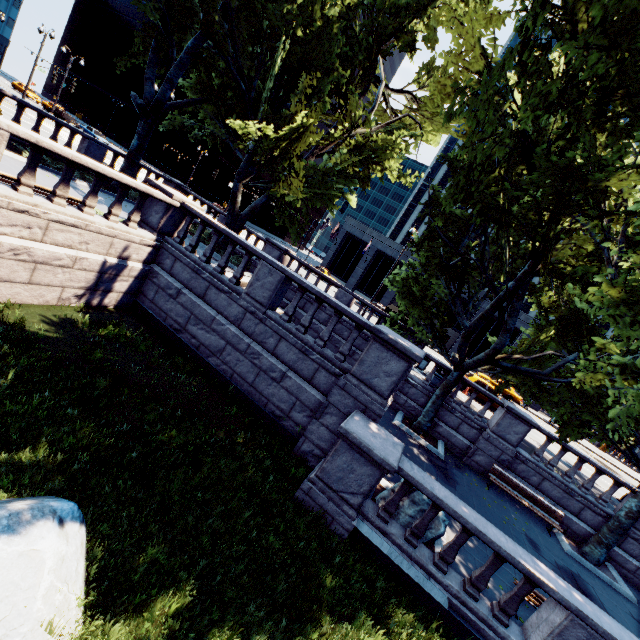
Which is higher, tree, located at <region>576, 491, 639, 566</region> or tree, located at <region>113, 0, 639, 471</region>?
tree, located at <region>113, 0, 639, 471</region>

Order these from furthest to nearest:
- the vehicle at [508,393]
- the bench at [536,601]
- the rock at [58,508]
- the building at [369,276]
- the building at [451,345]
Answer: the building at [369,276], the building at [451,345], the vehicle at [508,393], the bench at [536,601], the rock at [58,508]

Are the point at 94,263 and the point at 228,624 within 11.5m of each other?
yes

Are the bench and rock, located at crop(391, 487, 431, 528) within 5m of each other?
yes

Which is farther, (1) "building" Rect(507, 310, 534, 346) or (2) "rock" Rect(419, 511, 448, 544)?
(1) "building" Rect(507, 310, 534, 346)

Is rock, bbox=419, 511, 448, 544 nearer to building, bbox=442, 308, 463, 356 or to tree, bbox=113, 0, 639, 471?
tree, bbox=113, 0, 639, 471

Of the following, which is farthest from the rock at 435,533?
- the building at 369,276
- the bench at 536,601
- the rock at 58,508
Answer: the building at 369,276

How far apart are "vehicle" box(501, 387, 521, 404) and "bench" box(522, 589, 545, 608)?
30.7 meters
